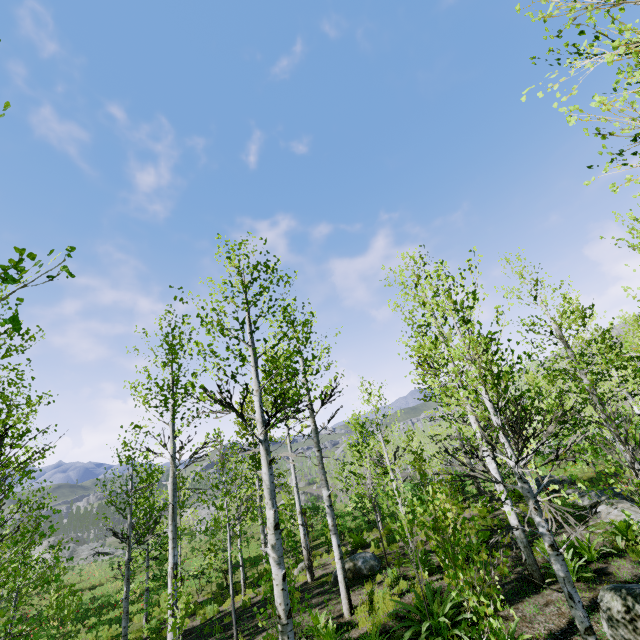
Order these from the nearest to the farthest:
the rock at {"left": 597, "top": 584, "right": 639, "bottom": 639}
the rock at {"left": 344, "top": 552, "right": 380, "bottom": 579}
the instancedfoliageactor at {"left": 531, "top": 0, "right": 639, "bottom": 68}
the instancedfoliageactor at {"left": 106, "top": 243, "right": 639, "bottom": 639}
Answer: the instancedfoliageactor at {"left": 531, "top": 0, "right": 639, "bottom": 68}
the instancedfoliageactor at {"left": 106, "top": 243, "right": 639, "bottom": 639}
the rock at {"left": 597, "top": 584, "right": 639, "bottom": 639}
the rock at {"left": 344, "top": 552, "right": 380, "bottom": 579}

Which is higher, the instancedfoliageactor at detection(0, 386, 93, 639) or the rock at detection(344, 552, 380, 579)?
the instancedfoliageactor at detection(0, 386, 93, 639)

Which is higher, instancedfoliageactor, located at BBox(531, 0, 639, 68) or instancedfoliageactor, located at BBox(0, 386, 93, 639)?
Answer: instancedfoliageactor, located at BBox(531, 0, 639, 68)

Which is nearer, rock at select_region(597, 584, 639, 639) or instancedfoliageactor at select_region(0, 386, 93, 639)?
instancedfoliageactor at select_region(0, 386, 93, 639)

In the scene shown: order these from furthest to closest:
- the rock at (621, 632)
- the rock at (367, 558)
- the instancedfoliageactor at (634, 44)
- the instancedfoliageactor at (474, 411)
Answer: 1. the rock at (367, 558)
2. the rock at (621, 632)
3. the instancedfoliageactor at (474, 411)
4. the instancedfoliageactor at (634, 44)

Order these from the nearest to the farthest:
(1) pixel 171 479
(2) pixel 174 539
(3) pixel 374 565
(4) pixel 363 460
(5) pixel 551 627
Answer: (5) pixel 551 627
(2) pixel 174 539
(1) pixel 171 479
(3) pixel 374 565
(4) pixel 363 460

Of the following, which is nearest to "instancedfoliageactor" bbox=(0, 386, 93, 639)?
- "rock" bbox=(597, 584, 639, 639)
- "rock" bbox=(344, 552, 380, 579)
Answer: "rock" bbox=(597, 584, 639, 639)

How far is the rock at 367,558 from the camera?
11.8 meters
